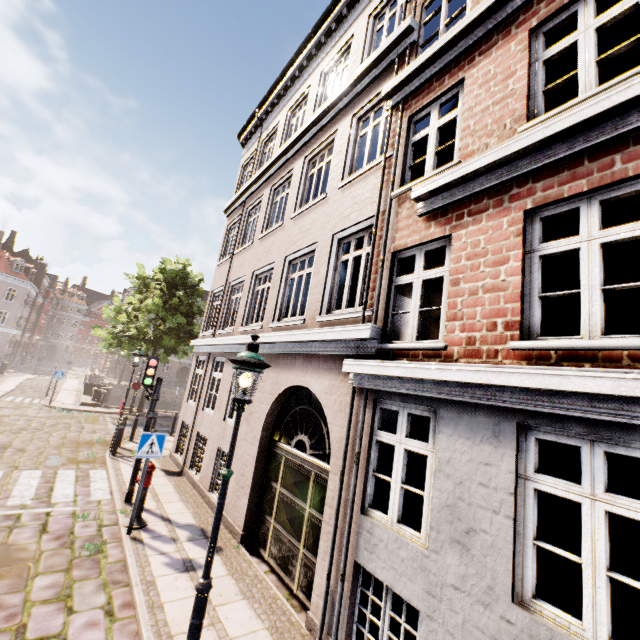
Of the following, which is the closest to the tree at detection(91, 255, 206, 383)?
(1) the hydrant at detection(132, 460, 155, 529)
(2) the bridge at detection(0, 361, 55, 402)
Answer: (2) the bridge at detection(0, 361, 55, 402)

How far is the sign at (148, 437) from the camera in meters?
6.5 m

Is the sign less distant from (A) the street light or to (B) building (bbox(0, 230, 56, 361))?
(A) the street light

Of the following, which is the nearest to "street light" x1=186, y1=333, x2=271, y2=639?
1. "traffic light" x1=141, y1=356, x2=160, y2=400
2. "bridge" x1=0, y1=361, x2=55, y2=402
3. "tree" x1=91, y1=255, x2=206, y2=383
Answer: "traffic light" x1=141, y1=356, x2=160, y2=400

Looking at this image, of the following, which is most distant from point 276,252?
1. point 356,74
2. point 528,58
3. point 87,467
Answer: point 87,467

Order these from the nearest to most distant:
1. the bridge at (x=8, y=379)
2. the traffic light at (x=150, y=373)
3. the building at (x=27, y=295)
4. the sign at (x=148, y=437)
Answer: the sign at (x=148, y=437)
the traffic light at (x=150, y=373)
the bridge at (x=8, y=379)
the building at (x=27, y=295)

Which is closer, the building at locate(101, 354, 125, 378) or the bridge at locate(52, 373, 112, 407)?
the bridge at locate(52, 373, 112, 407)

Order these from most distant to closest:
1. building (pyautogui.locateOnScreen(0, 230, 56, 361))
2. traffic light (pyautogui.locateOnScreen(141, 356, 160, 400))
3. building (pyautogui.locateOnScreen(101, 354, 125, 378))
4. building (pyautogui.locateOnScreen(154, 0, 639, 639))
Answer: building (pyautogui.locateOnScreen(101, 354, 125, 378)) < building (pyautogui.locateOnScreen(0, 230, 56, 361)) < traffic light (pyautogui.locateOnScreen(141, 356, 160, 400)) < building (pyautogui.locateOnScreen(154, 0, 639, 639))
